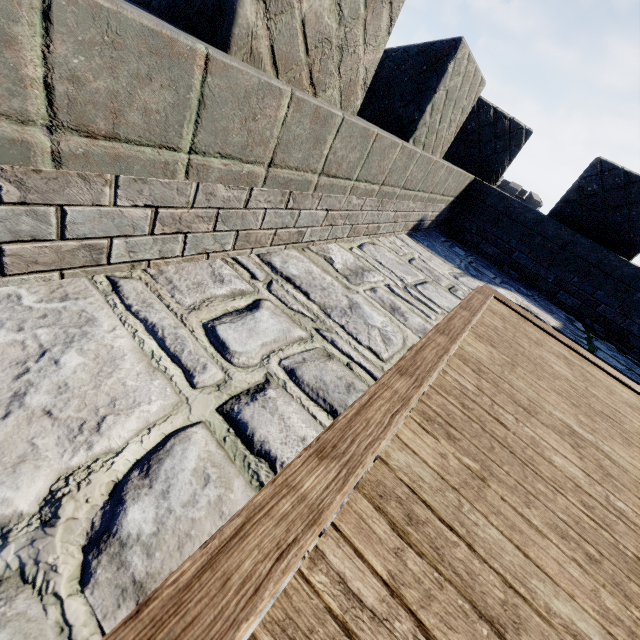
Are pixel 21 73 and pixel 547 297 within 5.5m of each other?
no
